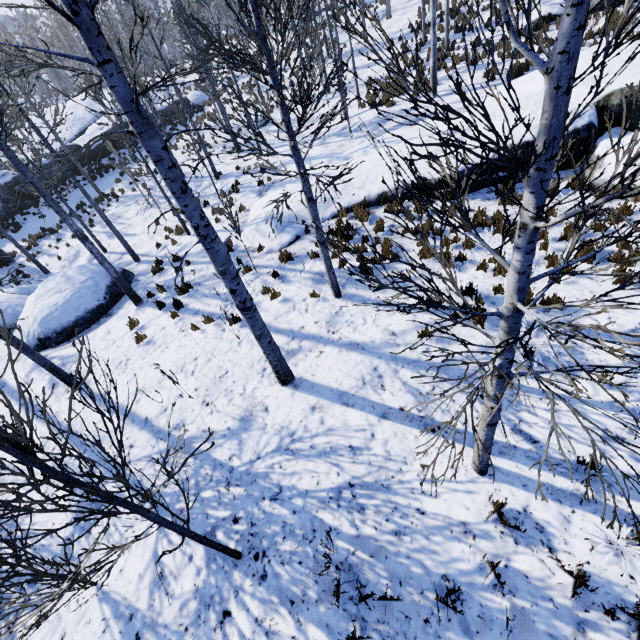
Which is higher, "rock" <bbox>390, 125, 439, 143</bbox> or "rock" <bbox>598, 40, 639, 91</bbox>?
"rock" <bbox>598, 40, 639, 91</bbox>

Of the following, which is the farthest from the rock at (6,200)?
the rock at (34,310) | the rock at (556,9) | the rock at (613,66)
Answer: the rock at (556,9)

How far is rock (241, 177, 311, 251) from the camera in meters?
10.6 m

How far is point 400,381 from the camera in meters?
5.8 m

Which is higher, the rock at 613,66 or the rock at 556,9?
the rock at 556,9
